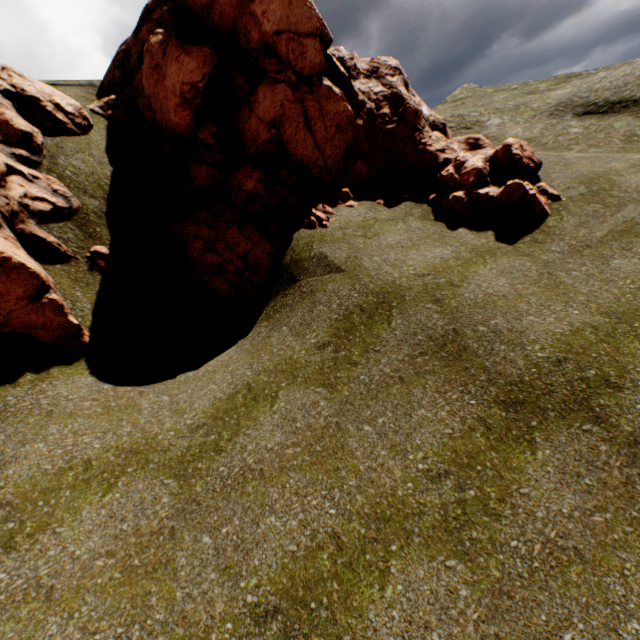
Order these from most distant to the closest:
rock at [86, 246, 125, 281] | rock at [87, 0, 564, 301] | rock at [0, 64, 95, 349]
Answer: rock at [87, 0, 564, 301] < rock at [86, 246, 125, 281] < rock at [0, 64, 95, 349]

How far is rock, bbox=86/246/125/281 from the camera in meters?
8.6

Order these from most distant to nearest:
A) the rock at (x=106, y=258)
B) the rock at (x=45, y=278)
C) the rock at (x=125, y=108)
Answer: the rock at (x=125, y=108) → the rock at (x=106, y=258) → the rock at (x=45, y=278)

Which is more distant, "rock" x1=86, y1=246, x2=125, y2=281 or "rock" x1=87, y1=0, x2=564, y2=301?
"rock" x1=87, y1=0, x2=564, y2=301

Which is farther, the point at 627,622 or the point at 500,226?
the point at 500,226

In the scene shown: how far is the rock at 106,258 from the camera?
8.59m
